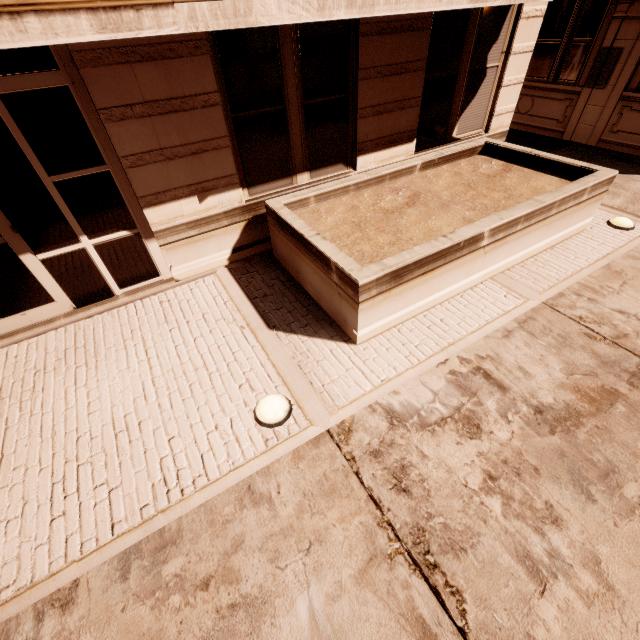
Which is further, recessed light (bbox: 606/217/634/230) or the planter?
recessed light (bbox: 606/217/634/230)

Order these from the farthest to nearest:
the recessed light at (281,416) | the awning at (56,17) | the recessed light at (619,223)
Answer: the recessed light at (619,223)
the recessed light at (281,416)
the awning at (56,17)

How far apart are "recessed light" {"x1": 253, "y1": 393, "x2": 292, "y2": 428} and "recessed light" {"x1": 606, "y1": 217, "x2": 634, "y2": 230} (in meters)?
6.47

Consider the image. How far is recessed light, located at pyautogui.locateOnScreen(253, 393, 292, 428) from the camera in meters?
3.3 m

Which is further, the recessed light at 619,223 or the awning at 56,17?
the recessed light at 619,223

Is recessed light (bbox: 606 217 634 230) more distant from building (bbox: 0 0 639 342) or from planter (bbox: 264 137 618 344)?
building (bbox: 0 0 639 342)

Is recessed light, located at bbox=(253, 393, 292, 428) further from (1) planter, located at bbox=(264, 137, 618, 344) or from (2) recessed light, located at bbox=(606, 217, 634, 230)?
(2) recessed light, located at bbox=(606, 217, 634, 230)

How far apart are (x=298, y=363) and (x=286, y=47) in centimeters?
415cm
